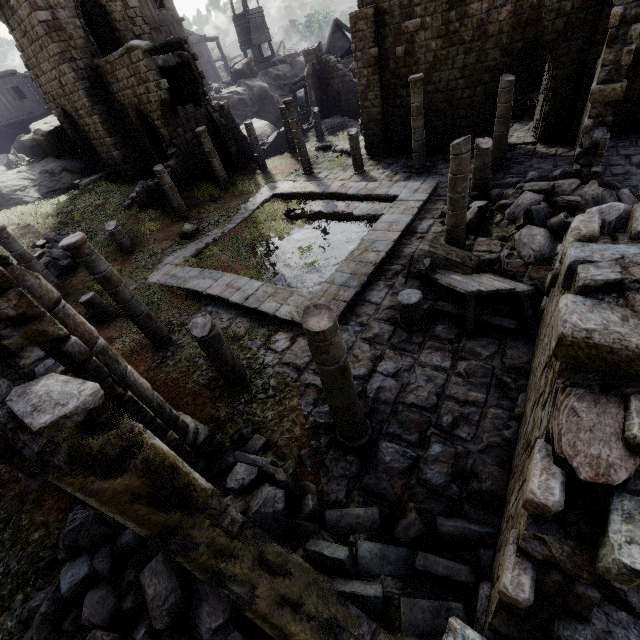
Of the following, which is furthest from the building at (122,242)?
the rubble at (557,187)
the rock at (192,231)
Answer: the rock at (192,231)

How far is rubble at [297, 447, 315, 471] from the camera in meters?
6.3 m

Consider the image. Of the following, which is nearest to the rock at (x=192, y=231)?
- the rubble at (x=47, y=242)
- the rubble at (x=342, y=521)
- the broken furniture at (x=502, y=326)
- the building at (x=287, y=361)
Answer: the building at (x=287, y=361)

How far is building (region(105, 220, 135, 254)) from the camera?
14.5m

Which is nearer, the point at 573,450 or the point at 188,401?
the point at 573,450

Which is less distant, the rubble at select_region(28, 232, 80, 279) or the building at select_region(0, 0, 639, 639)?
the building at select_region(0, 0, 639, 639)

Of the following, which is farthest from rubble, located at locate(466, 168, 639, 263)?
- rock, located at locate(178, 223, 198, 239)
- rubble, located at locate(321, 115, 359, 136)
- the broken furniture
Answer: rubble, located at locate(321, 115, 359, 136)

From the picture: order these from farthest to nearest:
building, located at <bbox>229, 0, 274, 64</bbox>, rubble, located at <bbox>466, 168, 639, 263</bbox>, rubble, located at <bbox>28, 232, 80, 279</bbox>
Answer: building, located at <bbox>229, 0, 274, 64</bbox> < rubble, located at <bbox>28, 232, 80, 279</bbox> < rubble, located at <bbox>466, 168, 639, 263</bbox>
